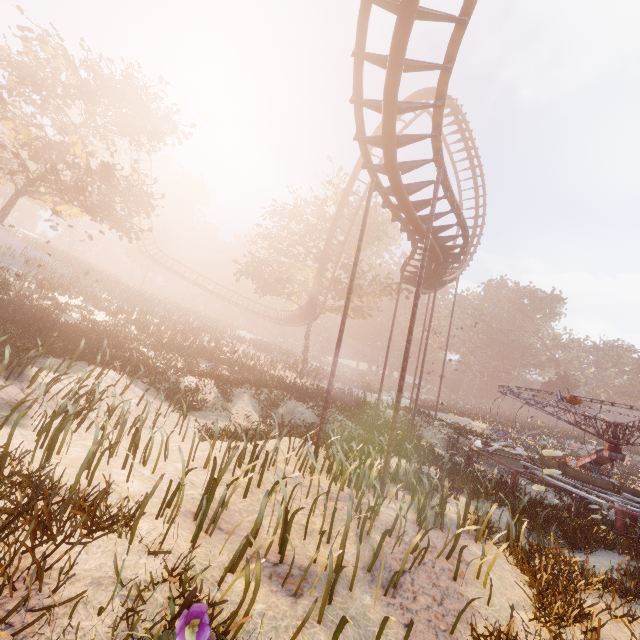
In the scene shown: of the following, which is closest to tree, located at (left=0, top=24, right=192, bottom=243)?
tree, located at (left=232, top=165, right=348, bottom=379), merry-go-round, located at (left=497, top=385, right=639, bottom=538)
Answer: tree, located at (left=232, top=165, right=348, bottom=379)

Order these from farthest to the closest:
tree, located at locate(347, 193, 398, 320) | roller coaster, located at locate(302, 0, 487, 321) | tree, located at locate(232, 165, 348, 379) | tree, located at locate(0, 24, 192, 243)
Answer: tree, located at locate(347, 193, 398, 320), tree, located at locate(232, 165, 348, 379), tree, located at locate(0, 24, 192, 243), roller coaster, located at locate(302, 0, 487, 321)

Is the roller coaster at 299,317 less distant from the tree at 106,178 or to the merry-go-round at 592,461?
the merry-go-round at 592,461

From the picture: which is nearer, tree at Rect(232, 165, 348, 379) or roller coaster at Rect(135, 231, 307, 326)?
tree at Rect(232, 165, 348, 379)

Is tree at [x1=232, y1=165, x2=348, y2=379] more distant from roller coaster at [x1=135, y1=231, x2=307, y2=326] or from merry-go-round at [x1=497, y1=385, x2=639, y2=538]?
merry-go-round at [x1=497, y1=385, x2=639, y2=538]

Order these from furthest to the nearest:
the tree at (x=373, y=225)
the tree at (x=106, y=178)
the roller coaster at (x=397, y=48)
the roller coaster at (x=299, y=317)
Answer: the roller coaster at (x=299, y=317) → the tree at (x=373, y=225) → the tree at (x=106, y=178) → the roller coaster at (x=397, y=48)

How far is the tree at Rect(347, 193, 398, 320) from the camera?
28.89m

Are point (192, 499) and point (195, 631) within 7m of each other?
yes
